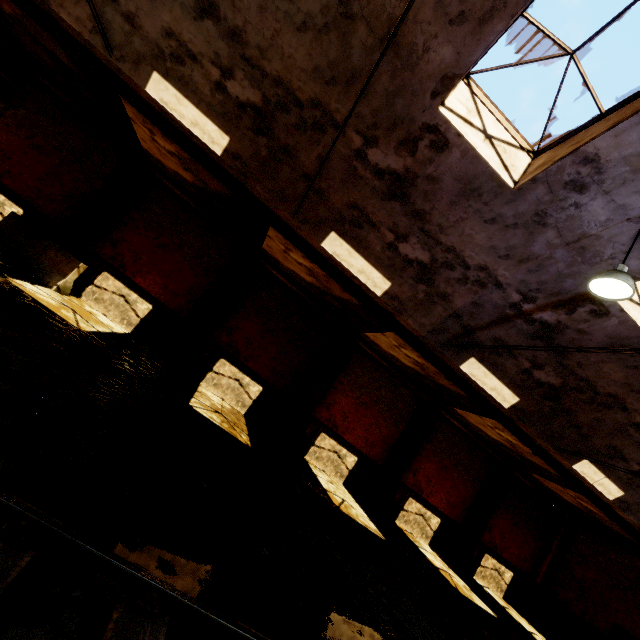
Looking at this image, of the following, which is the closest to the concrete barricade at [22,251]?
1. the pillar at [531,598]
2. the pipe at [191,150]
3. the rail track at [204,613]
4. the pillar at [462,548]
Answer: the pipe at [191,150]

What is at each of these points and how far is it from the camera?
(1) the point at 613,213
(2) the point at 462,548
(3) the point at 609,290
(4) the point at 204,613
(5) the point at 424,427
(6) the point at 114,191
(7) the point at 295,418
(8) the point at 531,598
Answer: (1) building, 5.5m
(2) pillar, 14.2m
(3) hanging light, 4.9m
(4) rail track, 2.4m
(5) pillar, 14.0m
(6) pillar, 11.1m
(7) pillar, 12.4m
(8) pillar, 15.1m

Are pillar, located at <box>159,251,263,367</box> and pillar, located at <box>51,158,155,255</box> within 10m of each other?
yes

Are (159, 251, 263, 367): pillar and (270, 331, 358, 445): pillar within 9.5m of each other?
yes

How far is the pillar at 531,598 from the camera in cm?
1508

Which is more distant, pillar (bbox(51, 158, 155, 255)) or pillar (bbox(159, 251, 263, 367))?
pillar (bbox(159, 251, 263, 367))

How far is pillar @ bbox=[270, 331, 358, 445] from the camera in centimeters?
1231cm

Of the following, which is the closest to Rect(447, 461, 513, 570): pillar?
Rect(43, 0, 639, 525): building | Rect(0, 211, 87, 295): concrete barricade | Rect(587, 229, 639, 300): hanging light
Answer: Rect(43, 0, 639, 525): building
